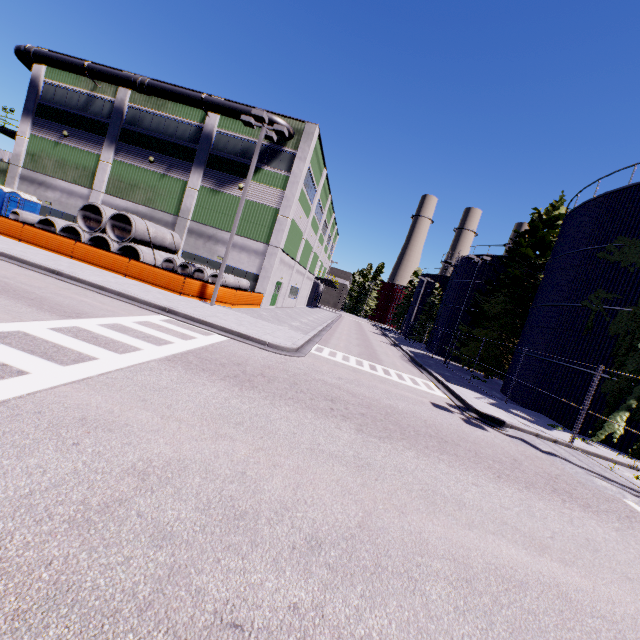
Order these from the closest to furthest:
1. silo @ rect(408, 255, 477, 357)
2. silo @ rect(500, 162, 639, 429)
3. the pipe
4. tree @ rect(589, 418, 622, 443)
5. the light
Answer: tree @ rect(589, 418, 622, 443)
silo @ rect(500, 162, 639, 429)
the light
the pipe
silo @ rect(408, 255, 477, 357)

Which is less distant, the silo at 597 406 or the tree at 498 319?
the silo at 597 406

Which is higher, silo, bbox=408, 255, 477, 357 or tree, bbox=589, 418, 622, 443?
silo, bbox=408, 255, 477, 357

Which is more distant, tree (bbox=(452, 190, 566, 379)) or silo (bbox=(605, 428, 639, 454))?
tree (bbox=(452, 190, 566, 379))

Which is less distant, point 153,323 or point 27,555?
point 27,555

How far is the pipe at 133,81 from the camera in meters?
24.3

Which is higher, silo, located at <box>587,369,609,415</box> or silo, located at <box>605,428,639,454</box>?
silo, located at <box>587,369,609,415</box>

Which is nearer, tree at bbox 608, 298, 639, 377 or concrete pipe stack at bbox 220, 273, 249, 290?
tree at bbox 608, 298, 639, 377
